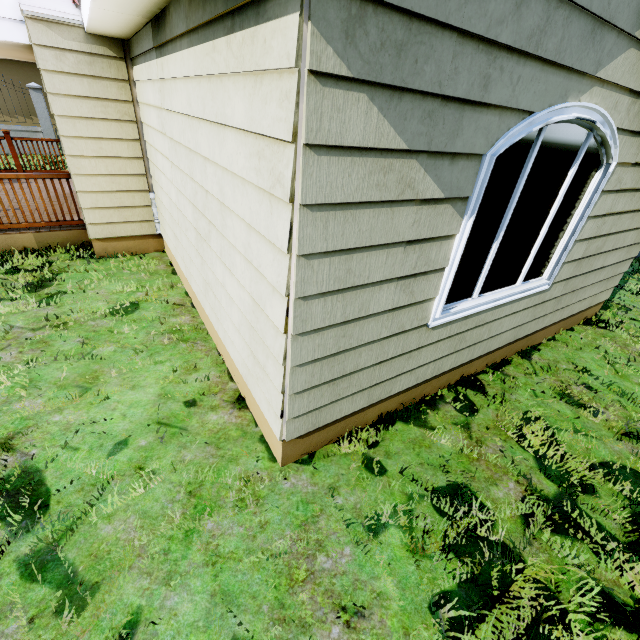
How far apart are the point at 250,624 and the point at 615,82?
4.30m
